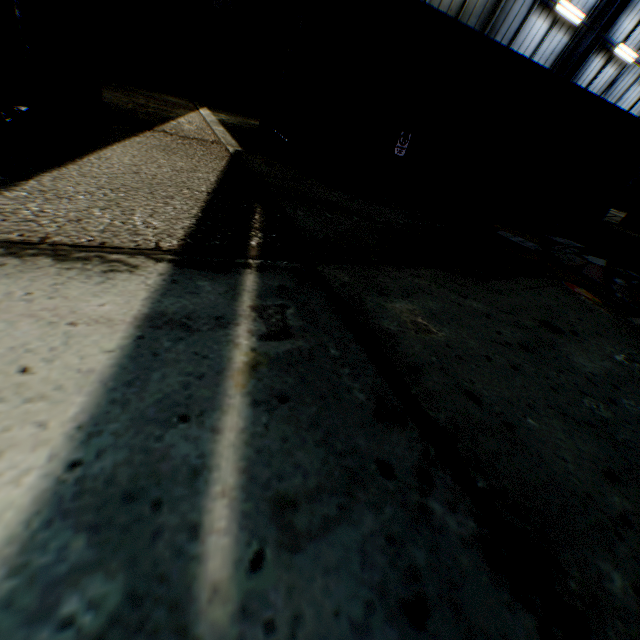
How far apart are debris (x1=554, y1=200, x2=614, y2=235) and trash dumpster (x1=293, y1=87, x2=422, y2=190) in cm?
491

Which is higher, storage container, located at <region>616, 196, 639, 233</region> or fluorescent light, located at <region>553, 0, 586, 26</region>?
fluorescent light, located at <region>553, 0, 586, 26</region>

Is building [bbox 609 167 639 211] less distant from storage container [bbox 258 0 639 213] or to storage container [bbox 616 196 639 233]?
storage container [bbox 258 0 639 213]

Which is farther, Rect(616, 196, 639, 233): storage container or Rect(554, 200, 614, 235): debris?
Rect(616, 196, 639, 233): storage container

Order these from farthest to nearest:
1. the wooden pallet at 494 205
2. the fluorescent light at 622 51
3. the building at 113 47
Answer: the fluorescent light at 622 51
the building at 113 47
the wooden pallet at 494 205

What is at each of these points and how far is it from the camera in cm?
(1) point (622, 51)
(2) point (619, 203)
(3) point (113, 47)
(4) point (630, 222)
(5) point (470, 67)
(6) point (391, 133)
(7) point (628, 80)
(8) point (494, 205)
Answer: (1) fluorescent light, 1391
(2) building, 2242
(3) building, 908
(4) storage container, 1285
(5) storage container, 694
(6) trash dumpster, 591
(7) building, 1563
(8) wooden pallet, 748

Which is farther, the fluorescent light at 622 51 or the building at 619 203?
the building at 619 203

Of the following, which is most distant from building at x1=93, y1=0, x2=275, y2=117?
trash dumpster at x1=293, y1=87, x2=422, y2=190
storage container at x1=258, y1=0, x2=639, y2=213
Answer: trash dumpster at x1=293, y1=87, x2=422, y2=190
